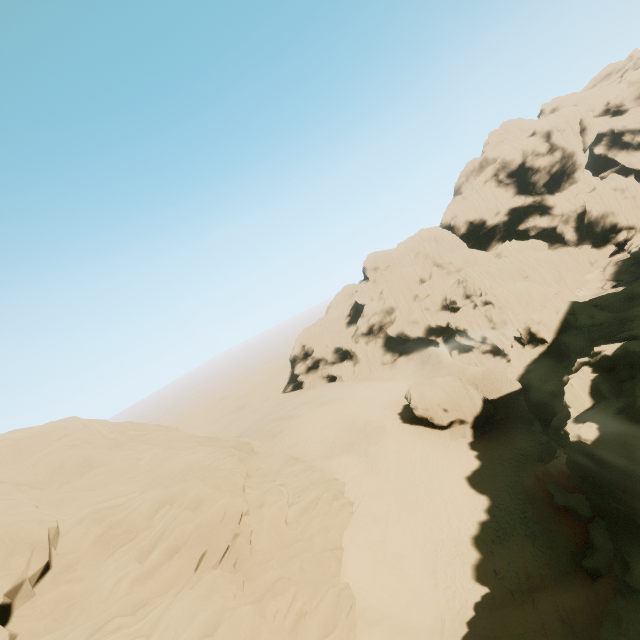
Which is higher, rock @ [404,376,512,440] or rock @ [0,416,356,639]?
rock @ [0,416,356,639]

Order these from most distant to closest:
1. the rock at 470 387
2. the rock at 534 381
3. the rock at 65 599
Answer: the rock at 470 387, the rock at 534 381, the rock at 65 599

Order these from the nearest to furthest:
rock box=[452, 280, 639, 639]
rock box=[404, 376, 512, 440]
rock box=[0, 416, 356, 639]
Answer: rock box=[0, 416, 356, 639]
rock box=[452, 280, 639, 639]
rock box=[404, 376, 512, 440]

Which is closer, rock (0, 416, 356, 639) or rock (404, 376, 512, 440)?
rock (0, 416, 356, 639)

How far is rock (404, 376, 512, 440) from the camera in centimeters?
3772cm

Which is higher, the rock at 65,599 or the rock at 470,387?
the rock at 65,599

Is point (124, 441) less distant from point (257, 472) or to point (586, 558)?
point (257, 472)
